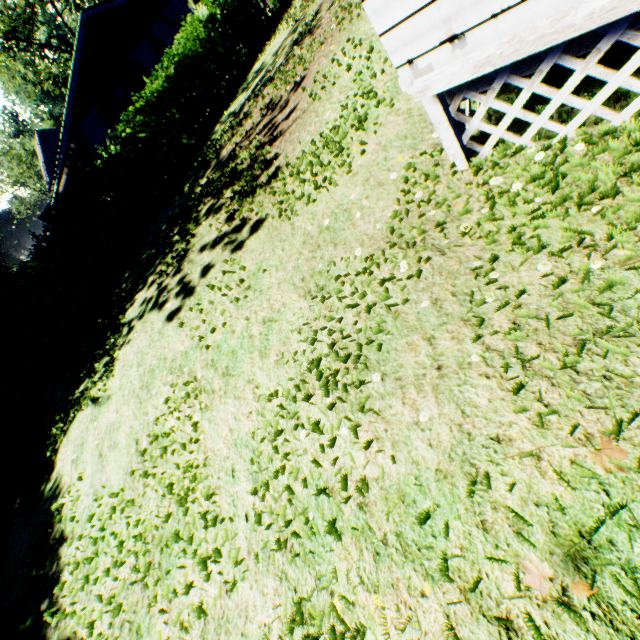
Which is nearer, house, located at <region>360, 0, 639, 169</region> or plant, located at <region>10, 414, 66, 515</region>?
house, located at <region>360, 0, 639, 169</region>

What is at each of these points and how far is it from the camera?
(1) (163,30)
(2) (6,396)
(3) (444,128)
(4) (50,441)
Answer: (1) house, 17.6m
(2) hedge, 10.2m
(3) house, 2.8m
(4) plant, 7.2m

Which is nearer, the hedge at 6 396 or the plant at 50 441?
the plant at 50 441

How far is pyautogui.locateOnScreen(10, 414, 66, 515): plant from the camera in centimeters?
660cm

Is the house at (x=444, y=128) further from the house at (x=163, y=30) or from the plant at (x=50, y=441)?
the plant at (x=50, y=441)

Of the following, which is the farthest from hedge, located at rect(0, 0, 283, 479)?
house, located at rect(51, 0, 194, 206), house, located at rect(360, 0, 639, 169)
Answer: house, located at rect(360, 0, 639, 169)

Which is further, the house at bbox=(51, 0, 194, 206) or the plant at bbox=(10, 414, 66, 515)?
the house at bbox=(51, 0, 194, 206)

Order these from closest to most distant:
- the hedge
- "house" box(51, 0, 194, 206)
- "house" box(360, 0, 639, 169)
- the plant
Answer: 1. "house" box(360, 0, 639, 169)
2. the plant
3. the hedge
4. "house" box(51, 0, 194, 206)
